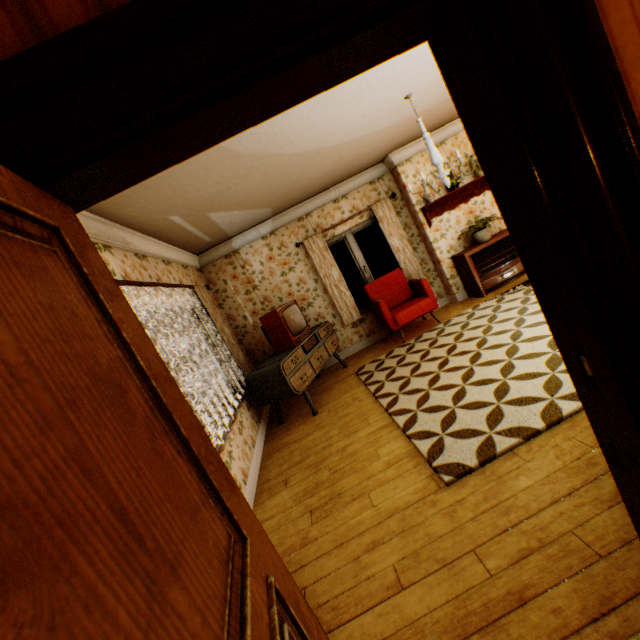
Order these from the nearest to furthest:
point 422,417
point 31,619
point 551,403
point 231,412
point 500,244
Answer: point 31,619
point 551,403
point 422,417
point 231,412
point 500,244

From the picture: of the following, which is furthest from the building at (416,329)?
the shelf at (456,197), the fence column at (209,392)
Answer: the fence column at (209,392)

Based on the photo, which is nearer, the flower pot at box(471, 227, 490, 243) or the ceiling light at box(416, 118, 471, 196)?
the ceiling light at box(416, 118, 471, 196)

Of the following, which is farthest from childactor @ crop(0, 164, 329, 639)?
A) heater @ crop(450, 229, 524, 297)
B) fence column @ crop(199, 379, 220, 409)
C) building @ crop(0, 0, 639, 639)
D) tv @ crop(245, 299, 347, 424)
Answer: fence column @ crop(199, 379, 220, 409)

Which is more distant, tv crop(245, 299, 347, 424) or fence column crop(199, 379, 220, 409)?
fence column crop(199, 379, 220, 409)

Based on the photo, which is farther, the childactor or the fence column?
the fence column

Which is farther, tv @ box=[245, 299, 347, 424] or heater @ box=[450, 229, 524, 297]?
heater @ box=[450, 229, 524, 297]
